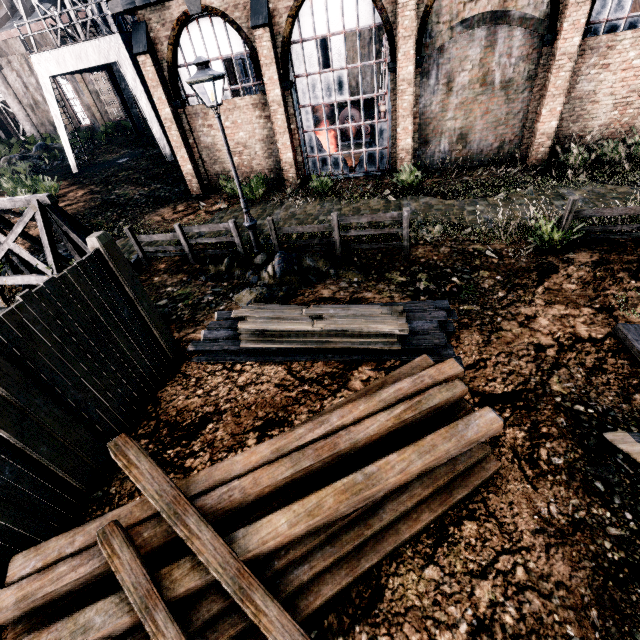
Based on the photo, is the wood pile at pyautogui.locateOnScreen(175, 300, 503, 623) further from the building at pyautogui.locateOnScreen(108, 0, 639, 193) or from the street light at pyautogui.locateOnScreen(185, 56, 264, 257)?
the building at pyautogui.locateOnScreen(108, 0, 639, 193)

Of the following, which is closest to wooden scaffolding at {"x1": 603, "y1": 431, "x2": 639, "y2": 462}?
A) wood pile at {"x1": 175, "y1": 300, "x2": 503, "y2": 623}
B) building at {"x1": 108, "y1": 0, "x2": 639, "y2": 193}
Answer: wood pile at {"x1": 175, "y1": 300, "x2": 503, "y2": 623}

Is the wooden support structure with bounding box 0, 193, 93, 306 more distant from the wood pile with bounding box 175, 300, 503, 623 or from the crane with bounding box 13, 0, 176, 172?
the crane with bounding box 13, 0, 176, 172

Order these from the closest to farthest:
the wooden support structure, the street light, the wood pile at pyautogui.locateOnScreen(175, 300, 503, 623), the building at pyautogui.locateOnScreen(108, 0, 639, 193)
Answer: the wood pile at pyautogui.locateOnScreen(175, 300, 503, 623) → the street light → the wooden support structure → the building at pyautogui.locateOnScreen(108, 0, 639, 193)

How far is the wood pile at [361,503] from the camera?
3.7 meters

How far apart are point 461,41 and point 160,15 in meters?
13.4 m

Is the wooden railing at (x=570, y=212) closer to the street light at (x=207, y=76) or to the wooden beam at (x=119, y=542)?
the street light at (x=207, y=76)

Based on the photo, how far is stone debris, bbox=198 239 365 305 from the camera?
9.16m
